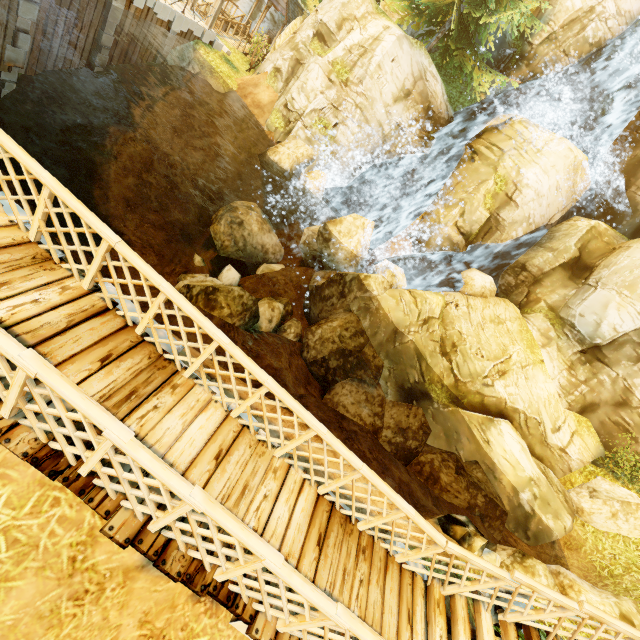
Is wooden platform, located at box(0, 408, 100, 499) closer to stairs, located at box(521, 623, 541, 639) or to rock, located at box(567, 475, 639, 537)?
stairs, located at box(521, 623, 541, 639)

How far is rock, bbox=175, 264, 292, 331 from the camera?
10.6m

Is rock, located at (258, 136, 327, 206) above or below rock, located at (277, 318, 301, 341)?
above

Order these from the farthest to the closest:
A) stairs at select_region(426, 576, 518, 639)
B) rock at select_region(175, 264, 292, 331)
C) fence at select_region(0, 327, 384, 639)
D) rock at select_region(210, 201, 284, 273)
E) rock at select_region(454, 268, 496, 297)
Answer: rock at select_region(210, 201, 284, 273) → rock at select_region(454, 268, 496, 297) → rock at select_region(175, 264, 292, 331) → stairs at select_region(426, 576, 518, 639) → fence at select_region(0, 327, 384, 639)

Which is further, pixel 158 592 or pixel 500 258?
pixel 500 258

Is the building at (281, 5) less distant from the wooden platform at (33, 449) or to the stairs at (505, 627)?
the wooden platform at (33, 449)

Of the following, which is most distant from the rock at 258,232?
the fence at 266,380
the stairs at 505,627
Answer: the stairs at 505,627
